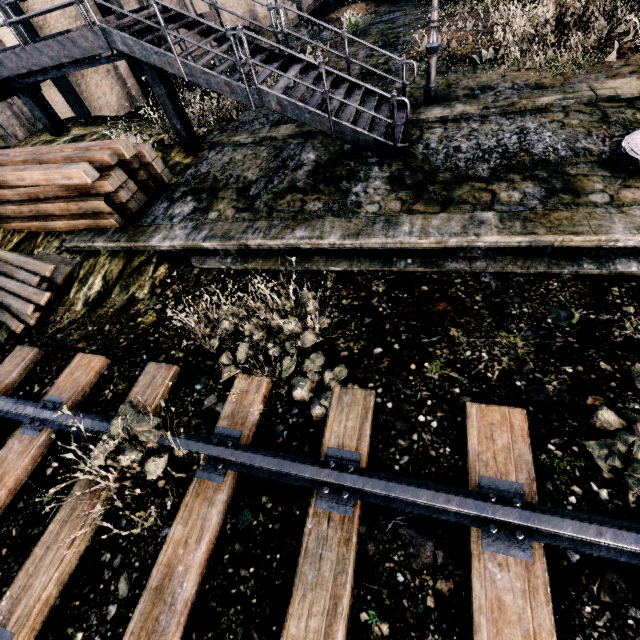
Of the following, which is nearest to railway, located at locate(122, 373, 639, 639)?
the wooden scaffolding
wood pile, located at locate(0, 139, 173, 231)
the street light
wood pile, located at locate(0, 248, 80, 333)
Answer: wood pile, located at locate(0, 248, 80, 333)

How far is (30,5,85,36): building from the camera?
15.18m

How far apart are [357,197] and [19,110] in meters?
21.3

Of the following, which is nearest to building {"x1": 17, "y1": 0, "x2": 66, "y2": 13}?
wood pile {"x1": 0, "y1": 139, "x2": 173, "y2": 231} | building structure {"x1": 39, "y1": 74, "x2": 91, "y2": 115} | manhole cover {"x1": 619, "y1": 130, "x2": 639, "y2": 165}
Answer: building structure {"x1": 39, "y1": 74, "x2": 91, "y2": 115}

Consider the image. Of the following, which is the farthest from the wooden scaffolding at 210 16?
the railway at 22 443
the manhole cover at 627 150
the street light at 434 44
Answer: the manhole cover at 627 150

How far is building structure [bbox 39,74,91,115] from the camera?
15.5m

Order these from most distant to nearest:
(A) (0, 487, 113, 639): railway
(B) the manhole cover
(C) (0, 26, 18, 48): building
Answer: (C) (0, 26, 18, 48): building, (B) the manhole cover, (A) (0, 487, 113, 639): railway

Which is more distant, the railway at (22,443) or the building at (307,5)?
the building at (307,5)
